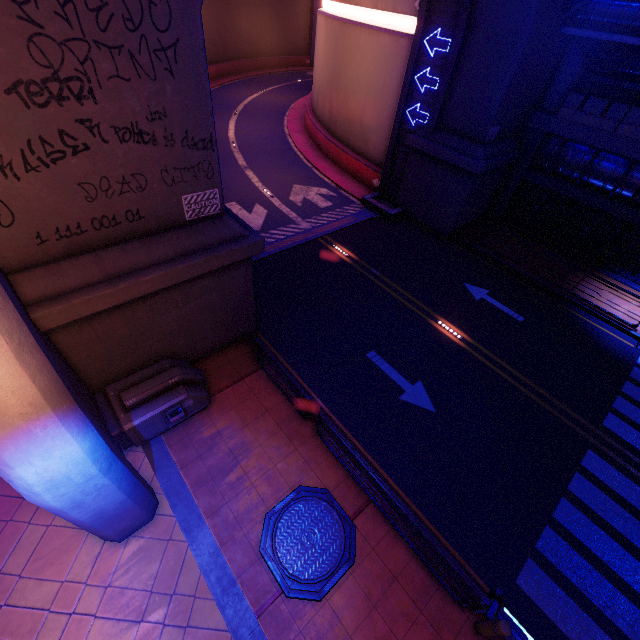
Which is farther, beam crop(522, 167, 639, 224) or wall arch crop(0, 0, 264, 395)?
beam crop(522, 167, 639, 224)

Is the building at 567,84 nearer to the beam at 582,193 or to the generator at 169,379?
the beam at 582,193

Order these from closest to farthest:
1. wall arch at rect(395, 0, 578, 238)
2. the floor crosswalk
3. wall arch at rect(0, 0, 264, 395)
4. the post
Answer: wall arch at rect(0, 0, 264, 395), the post, the floor crosswalk, wall arch at rect(395, 0, 578, 238)

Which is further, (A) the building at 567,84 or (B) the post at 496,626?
(A) the building at 567,84

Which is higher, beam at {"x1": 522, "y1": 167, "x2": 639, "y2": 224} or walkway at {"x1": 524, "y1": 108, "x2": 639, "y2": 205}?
walkway at {"x1": 524, "y1": 108, "x2": 639, "y2": 205}

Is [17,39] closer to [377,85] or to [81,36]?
[81,36]

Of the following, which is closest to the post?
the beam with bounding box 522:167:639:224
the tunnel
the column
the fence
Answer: the tunnel

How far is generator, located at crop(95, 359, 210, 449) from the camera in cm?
768
